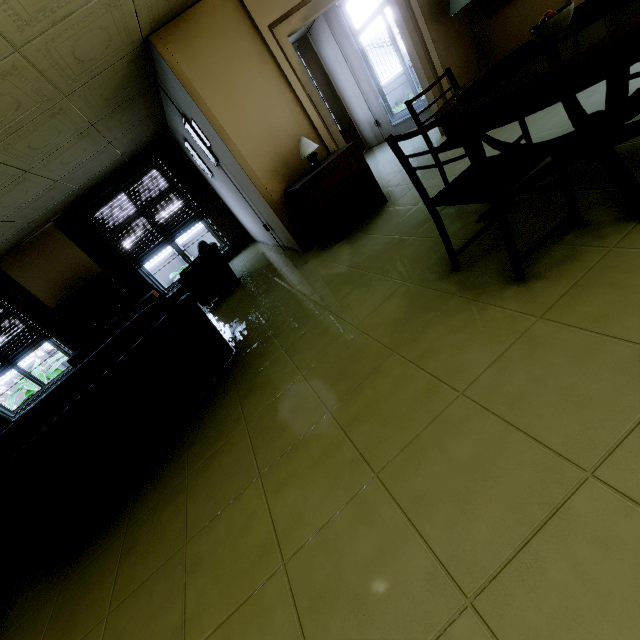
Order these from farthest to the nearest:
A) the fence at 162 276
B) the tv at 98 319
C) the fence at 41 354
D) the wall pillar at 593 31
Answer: the fence at 162 276 < the fence at 41 354 < the tv at 98 319 < the wall pillar at 593 31

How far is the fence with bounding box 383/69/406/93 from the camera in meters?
14.4

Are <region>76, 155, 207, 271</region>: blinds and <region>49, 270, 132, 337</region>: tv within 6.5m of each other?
yes

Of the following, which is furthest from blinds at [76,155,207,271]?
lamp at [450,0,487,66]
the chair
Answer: the chair

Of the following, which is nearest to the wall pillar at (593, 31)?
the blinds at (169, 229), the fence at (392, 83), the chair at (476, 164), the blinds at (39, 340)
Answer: the chair at (476, 164)

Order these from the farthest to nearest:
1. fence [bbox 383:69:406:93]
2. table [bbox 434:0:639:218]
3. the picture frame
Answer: fence [bbox 383:69:406:93]
the picture frame
table [bbox 434:0:639:218]

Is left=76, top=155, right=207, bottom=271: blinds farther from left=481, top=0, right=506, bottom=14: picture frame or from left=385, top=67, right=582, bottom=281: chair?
left=385, top=67, right=582, bottom=281: chair

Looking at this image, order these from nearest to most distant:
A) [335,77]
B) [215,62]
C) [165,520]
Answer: [165,520] → [215,62] → [335,77]
